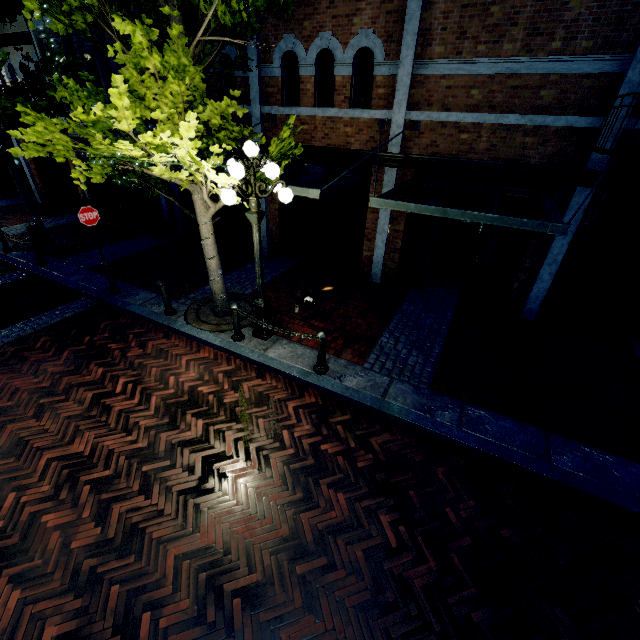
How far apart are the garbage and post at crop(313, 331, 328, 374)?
6.0m

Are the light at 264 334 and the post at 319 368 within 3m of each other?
yes

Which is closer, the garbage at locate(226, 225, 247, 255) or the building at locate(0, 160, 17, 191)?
the garbage at locate(226, 225, 247, 255)

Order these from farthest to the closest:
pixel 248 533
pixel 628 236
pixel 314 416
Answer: pixel 628 236
pixel 314 416
pixel 248 533

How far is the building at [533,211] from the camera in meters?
7.1 m

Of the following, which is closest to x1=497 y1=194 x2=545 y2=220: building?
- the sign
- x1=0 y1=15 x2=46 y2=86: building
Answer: x1=0 y1=15 x2=46 y2=86: building

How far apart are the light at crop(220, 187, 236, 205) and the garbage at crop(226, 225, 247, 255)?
4.43m

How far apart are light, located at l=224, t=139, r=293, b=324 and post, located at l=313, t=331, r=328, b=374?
1.2m
